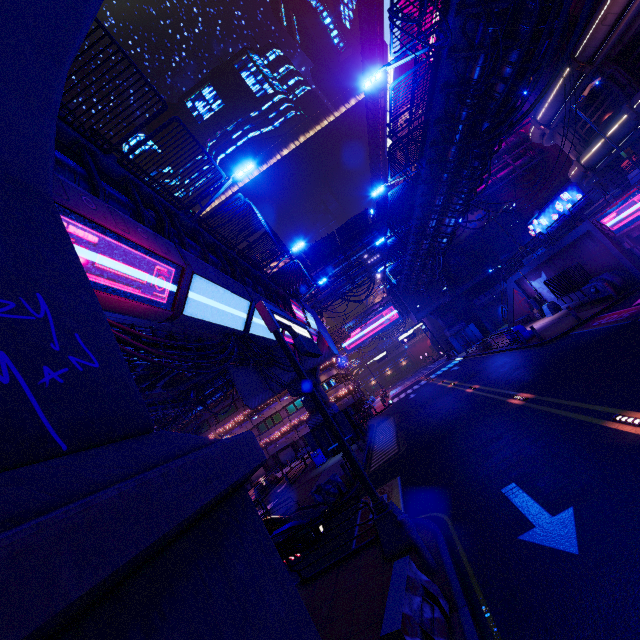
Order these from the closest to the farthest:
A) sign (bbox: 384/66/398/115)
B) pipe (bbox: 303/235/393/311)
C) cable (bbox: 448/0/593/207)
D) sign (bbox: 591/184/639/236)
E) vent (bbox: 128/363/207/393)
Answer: cable (bbox: 448/0/593/207) < sign (bbox: 591/184/639/236) < vent (bbox: 128/363/207/393) < pipe (bbox: 303/235/393/311) < sign (bbox: 384/66/398/115)

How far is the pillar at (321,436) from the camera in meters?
28.0 m

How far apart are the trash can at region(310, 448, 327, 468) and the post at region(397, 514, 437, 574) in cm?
2118

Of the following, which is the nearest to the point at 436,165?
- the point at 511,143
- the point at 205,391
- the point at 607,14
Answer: the point at 607,14

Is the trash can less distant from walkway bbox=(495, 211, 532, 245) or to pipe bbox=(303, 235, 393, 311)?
pipe bbox=(303, 235, 393, 311)

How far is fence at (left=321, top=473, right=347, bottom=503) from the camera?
14.5 meters

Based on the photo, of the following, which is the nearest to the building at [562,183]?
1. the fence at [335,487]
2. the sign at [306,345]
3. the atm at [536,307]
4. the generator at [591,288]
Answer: the atm at [536,307]

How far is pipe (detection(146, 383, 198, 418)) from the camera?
24.3m
